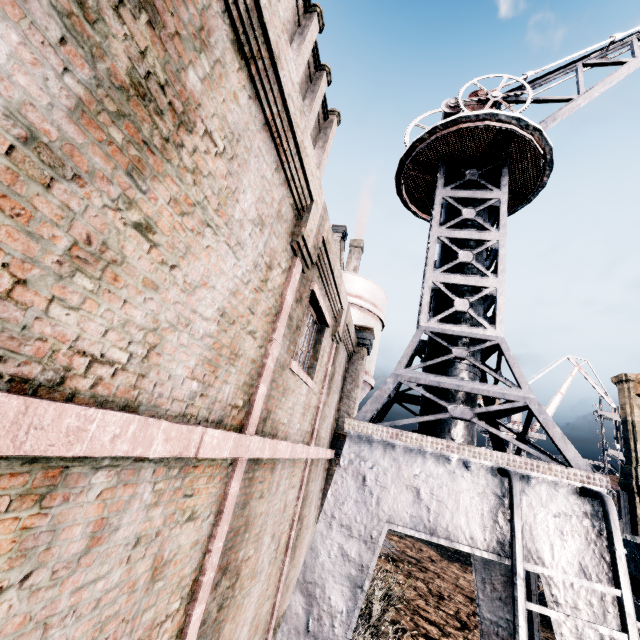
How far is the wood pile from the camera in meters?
20.8

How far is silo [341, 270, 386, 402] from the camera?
15.73m

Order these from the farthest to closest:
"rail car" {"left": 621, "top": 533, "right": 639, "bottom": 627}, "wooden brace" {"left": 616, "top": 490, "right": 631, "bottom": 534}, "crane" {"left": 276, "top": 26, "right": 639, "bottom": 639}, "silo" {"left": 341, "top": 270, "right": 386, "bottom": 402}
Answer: "wooden brace" {"left": 616, "top": 490, "right": 631, "bottom": 534} → "silo" {"left": 341, "top": 270, "right": 386, "bottom": 402} → "rail car" {"left": 621, "top": 533, "right": 639, "bottom": 627} → "crane" {"left": 276, "top": 26, "right": 639, "bottom": 639}

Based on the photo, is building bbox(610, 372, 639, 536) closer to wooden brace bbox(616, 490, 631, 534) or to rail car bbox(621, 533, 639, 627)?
rail car bbox(621, 533, 639, 627)

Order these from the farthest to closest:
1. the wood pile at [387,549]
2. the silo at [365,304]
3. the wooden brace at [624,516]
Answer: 1. the wooden brace at [624,516]
2. the wood pile at [387,549]
3. the silo at [365,304]

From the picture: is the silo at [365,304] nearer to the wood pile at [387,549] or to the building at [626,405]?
the wood pile at [387,549]

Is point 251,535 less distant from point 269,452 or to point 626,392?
point 269,452

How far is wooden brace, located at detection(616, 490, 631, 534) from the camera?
24.8 meters
